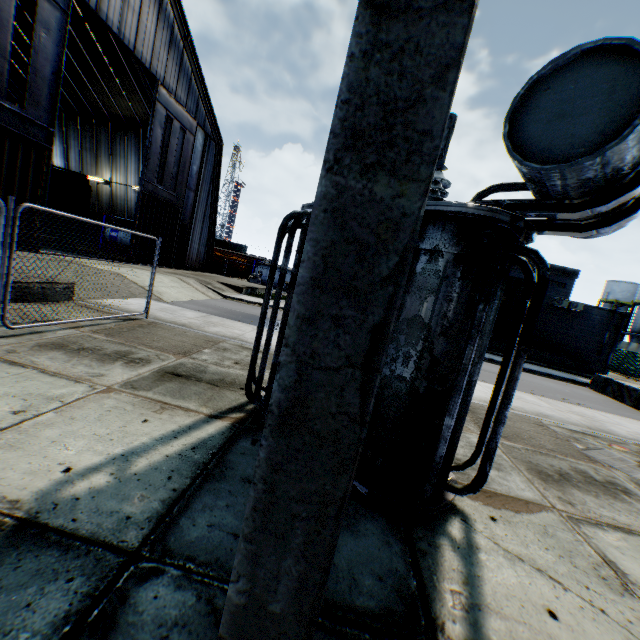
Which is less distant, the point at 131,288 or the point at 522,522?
the point at 522,522

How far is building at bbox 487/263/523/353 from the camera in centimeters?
2316cm

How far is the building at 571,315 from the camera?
23.06m

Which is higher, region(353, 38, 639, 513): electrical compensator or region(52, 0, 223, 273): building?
region(52, 0, 223, 273): building

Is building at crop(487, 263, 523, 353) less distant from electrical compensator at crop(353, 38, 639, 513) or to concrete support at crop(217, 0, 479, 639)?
electrical compensator at crop(353, 38, 639, 513)

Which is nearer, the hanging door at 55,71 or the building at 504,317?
the hanging door at 55,71

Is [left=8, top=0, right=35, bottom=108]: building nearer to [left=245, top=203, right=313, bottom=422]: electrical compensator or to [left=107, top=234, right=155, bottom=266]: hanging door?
[left=107, top=234, right=155, bottom=266]: hanging door

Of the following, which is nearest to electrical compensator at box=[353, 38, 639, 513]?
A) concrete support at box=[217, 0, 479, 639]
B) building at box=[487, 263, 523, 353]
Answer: concrete support at box=[217, 0, 479, 639]
